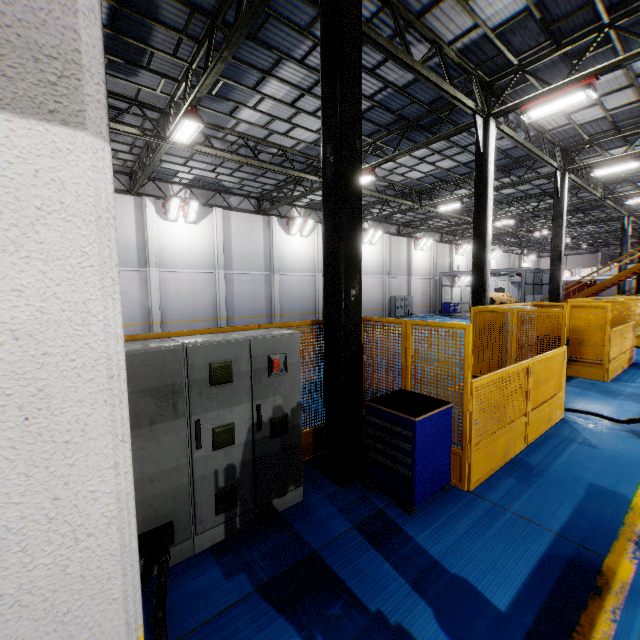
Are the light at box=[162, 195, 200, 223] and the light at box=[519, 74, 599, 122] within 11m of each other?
no

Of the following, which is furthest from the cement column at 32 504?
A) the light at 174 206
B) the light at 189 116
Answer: the light at 174 206

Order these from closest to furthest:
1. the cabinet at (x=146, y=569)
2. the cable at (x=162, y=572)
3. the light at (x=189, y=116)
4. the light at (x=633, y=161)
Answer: the cable at (x=162, y=572) → the cabinet at (x=146, y=569) → the light at (x=189, y=116) → the light at (x=633, y=161)

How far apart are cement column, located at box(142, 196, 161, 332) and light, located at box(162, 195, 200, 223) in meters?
0.5

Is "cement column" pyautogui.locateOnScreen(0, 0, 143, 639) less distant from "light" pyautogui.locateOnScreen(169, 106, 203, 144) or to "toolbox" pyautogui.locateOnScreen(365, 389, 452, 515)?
"toolbox" pyautogui.locateOnScreen(365, 389, 452, 515)

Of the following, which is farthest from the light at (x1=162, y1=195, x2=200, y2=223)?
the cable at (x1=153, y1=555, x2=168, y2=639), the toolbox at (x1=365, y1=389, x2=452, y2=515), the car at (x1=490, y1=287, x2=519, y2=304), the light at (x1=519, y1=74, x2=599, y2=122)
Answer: the car at (x1=490, y1=287, x2=519, y2=304)

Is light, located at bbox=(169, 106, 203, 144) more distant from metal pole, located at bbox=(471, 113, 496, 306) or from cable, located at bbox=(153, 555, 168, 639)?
cable, located at bbox=(153, 555, 168, 639)

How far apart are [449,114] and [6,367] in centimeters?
1349cm
